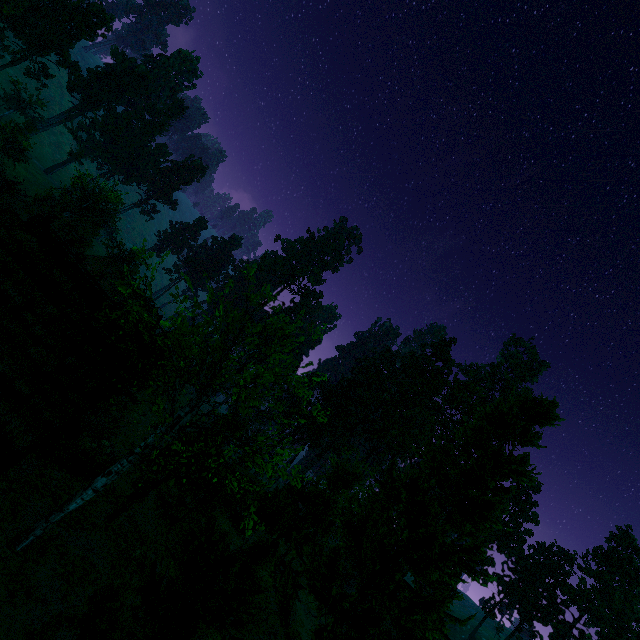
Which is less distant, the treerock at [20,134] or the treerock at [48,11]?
the treerock at [20,134]

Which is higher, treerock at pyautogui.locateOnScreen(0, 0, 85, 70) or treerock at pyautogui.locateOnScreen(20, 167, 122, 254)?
treerock at pyautogui.locateOnScreen(0, 0, 85, 70)

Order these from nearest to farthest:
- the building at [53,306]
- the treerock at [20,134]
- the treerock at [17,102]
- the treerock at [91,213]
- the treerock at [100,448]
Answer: the building at [53,306]
the treerock at [100,448]
the treerock at [91,213]
the treerock at [20,134]
the treerock at [17,102]

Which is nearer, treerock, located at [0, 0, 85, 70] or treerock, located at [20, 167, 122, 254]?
treerock, located at [20, 167, 122, 254]

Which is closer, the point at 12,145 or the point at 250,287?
the point at 250,287

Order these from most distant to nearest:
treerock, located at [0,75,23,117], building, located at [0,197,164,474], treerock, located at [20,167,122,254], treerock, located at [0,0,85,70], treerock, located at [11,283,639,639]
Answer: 1. treerock, located at [0,75,23,117]
2. treerock, located at [0,0,85,70]
3. treerock, located at [20,167,122,254]
4. building, located at [0,197,164,474]
5. treerock, located at [11,283,639,639]

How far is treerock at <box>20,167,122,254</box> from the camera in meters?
45.6
